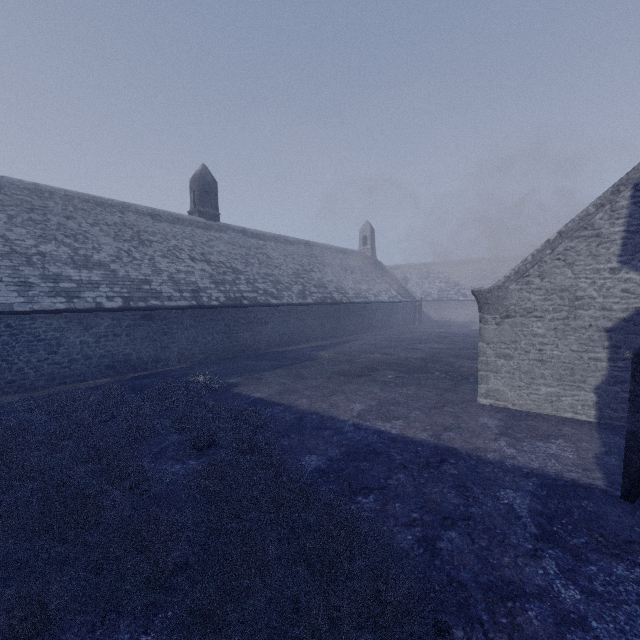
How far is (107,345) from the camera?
13.03m
